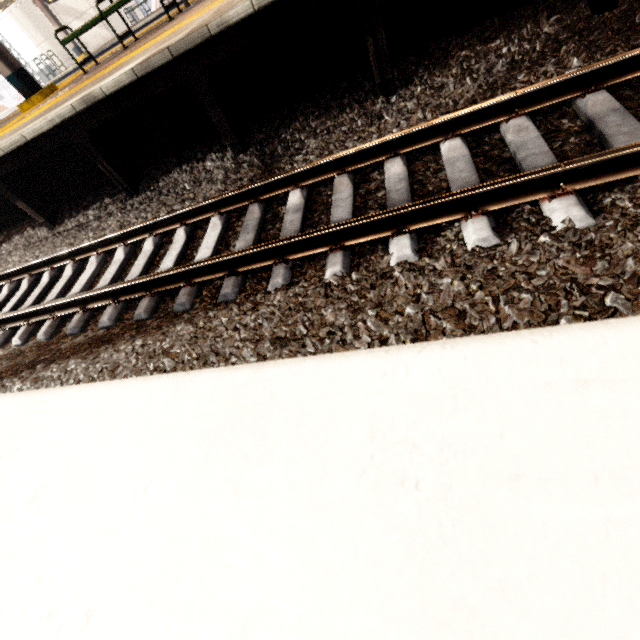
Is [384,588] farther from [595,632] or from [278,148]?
[278,148]

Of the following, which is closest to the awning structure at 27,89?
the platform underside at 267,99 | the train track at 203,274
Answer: the platform underside at 267,99

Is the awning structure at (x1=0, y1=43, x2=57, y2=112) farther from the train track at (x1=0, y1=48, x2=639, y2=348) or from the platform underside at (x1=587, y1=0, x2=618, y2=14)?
the train track at (x1=0, y1=48, x2=639, y2=348)

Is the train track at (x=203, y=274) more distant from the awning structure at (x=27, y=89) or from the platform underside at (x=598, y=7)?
the awning structure at (x=27, y=89)

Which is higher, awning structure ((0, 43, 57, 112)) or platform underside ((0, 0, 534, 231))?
awning structure ((0, 43, 57, 112))

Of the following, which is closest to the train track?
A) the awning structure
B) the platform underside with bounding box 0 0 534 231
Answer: the platform underside with bounding box 0 0 534 231
